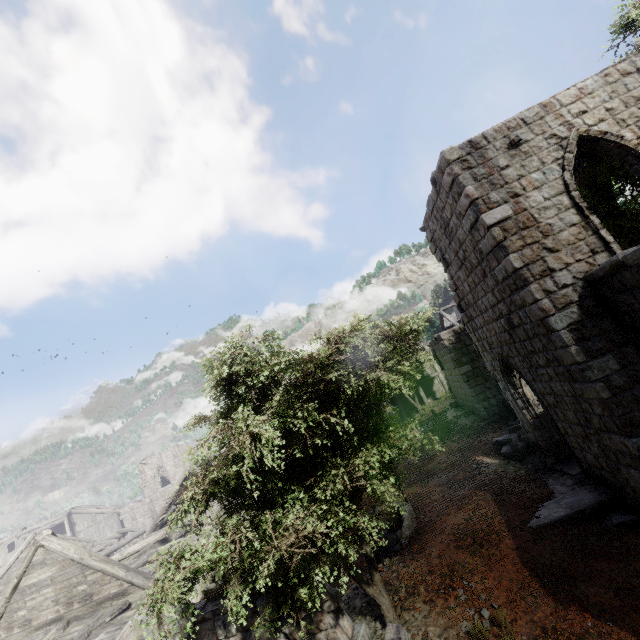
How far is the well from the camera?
10.1 meters

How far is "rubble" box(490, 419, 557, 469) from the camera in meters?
11.4 m

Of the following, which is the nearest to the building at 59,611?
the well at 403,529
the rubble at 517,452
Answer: the rubble at 517,452

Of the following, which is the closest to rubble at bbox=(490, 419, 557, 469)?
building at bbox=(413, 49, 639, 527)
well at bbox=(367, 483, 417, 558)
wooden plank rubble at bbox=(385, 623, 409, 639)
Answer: building at bbox=(413, 49, 639, 527)

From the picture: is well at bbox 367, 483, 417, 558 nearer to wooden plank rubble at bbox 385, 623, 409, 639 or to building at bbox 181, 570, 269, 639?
building at bbox 181, 570, 269, 639

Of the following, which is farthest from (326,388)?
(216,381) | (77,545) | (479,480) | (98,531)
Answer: (98,531)

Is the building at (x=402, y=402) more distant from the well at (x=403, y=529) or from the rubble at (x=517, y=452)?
the well at (x=403, y=529)

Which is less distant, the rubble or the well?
the well
